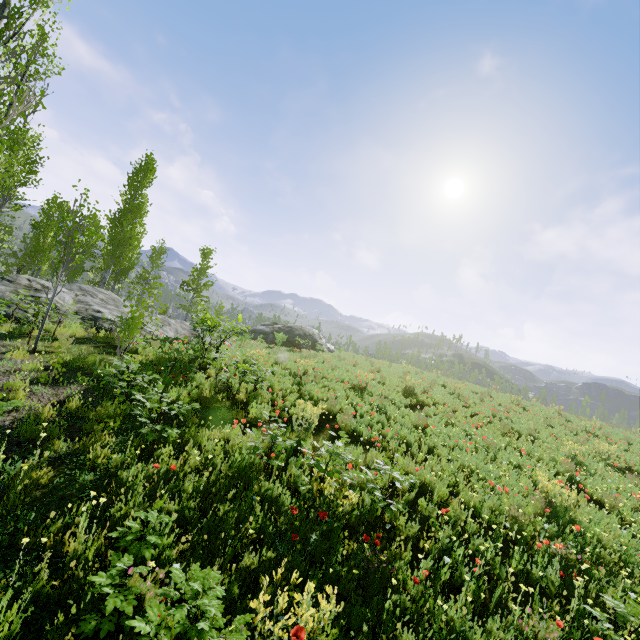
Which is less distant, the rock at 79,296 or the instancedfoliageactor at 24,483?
the instancedfoliageactor at 24,483

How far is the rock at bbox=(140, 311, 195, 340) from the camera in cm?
1455

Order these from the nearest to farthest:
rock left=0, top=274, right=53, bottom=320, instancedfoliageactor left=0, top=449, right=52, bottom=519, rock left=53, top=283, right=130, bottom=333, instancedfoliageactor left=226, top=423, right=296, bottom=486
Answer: instancedfoliageactor left=0, top=449, right=52, bottom=519 → instancedfoliageactor left=226, top=423, right=296, bottom=486 → rock left=0, top=274, right=53, bottom=320 → rock left=53, top=283, right=130, bottom=333

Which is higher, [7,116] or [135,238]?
[135,238]

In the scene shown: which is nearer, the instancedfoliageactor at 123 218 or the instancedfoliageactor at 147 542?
the instancedfoliageactor at 147 542

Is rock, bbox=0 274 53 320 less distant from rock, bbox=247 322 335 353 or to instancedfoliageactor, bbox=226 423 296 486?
instancedfoliageactor, bbox=226 423 296 486

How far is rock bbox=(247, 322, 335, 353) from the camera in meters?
30.8 m
